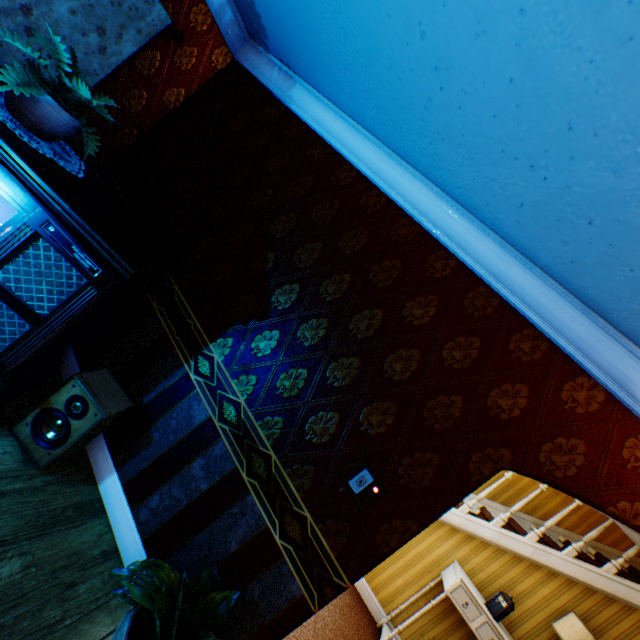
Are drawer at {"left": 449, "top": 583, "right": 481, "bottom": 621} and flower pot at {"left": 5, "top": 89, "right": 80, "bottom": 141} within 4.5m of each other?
no

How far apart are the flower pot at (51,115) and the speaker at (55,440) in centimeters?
143cm

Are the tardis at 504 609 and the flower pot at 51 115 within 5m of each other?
no

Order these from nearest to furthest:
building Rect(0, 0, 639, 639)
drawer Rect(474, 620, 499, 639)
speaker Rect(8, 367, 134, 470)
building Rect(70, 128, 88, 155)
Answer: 1. building Rect(0, 0, 639, 639)
2. speaker Rect(8, 367, 134, 470)
3. building Rect(70, 128, 88, 155)
4. drawer Rect(474, 620, 499, 639)

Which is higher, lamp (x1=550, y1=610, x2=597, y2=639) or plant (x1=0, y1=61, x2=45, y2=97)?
lamp (x1=550, y1=610, x2=597, y2=639)

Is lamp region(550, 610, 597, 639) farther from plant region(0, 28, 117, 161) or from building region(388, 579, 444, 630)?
plant region(0, 28, 117, 161)

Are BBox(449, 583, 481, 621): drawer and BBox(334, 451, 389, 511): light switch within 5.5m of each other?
yes

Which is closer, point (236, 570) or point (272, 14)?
point (236, 570)
